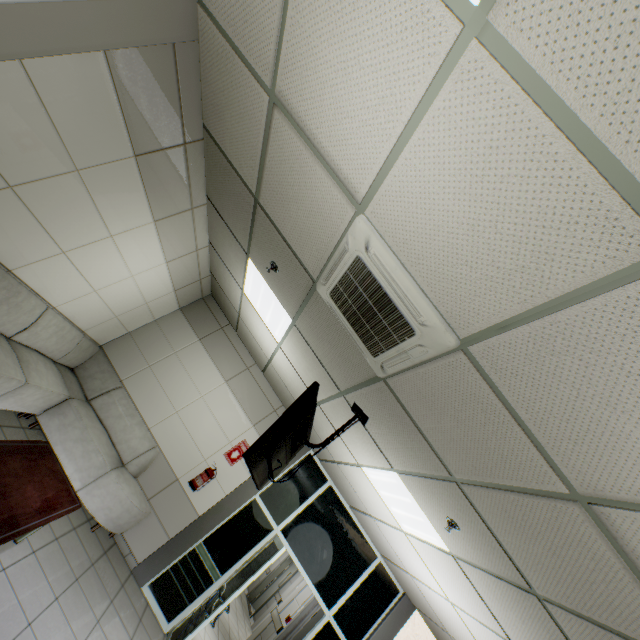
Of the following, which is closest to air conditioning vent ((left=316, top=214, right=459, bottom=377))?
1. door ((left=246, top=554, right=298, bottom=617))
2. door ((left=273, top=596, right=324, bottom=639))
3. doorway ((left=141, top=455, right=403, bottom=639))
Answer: doorway ((left=141, top=455, right=403, bottom=639))

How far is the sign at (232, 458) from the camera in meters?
5.8 m

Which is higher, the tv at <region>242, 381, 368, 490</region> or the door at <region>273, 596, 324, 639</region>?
the tv at <region>242, 381, 368, 490</region>

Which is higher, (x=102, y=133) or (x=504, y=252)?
(x=504, y=252)

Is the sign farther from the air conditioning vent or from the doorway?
the air conditioning vent

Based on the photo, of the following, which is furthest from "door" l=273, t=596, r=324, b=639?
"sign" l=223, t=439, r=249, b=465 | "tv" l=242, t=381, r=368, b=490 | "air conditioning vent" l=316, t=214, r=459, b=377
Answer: "air conditioning vent" l=316, t=214, r=459, b=377

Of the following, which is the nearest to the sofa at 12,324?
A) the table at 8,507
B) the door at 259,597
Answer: the table at 8,507

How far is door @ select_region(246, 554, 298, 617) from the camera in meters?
11.4
